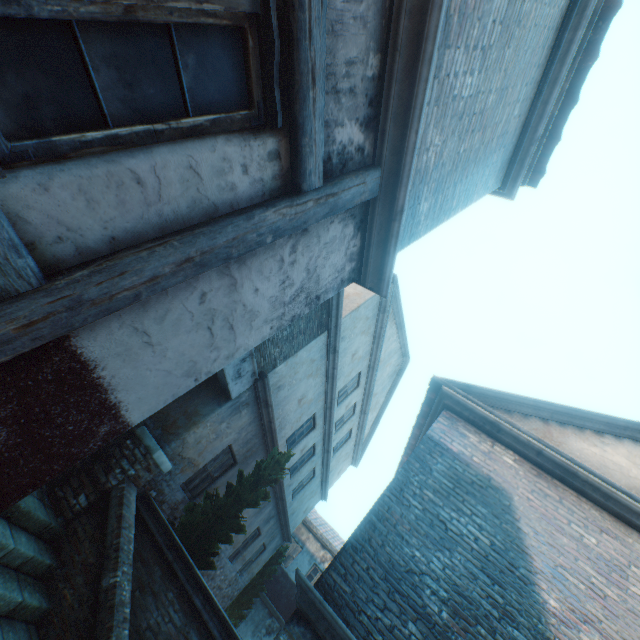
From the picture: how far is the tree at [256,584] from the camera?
13.7m

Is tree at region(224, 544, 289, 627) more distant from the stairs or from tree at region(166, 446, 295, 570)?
the stairs

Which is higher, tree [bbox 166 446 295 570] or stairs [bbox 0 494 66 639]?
tree [bbox 166 446 295 570]

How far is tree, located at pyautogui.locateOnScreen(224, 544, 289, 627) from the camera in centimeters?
1372cm

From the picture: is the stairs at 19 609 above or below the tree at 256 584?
below

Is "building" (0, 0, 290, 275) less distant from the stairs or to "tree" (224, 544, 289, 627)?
the stairs

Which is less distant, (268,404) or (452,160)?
(452,160)

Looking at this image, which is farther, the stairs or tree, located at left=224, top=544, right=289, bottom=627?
tree, located at left=224, top=544, right=289, bottom=627
